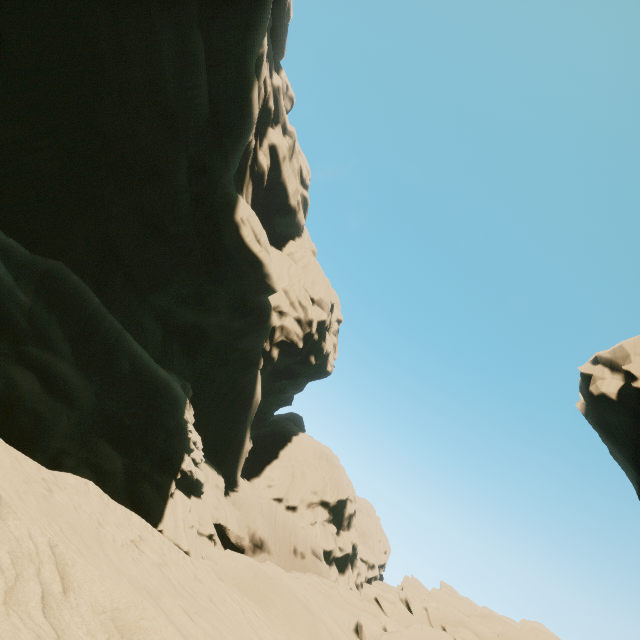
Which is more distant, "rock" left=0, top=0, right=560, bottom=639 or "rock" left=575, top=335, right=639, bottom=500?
"rock" left=575, top=335, right=639, bottom=500

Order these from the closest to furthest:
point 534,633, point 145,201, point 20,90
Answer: point 20,90, point 534,633, point 145,201

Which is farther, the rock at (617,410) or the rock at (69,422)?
Result: the rock at (617,410)
